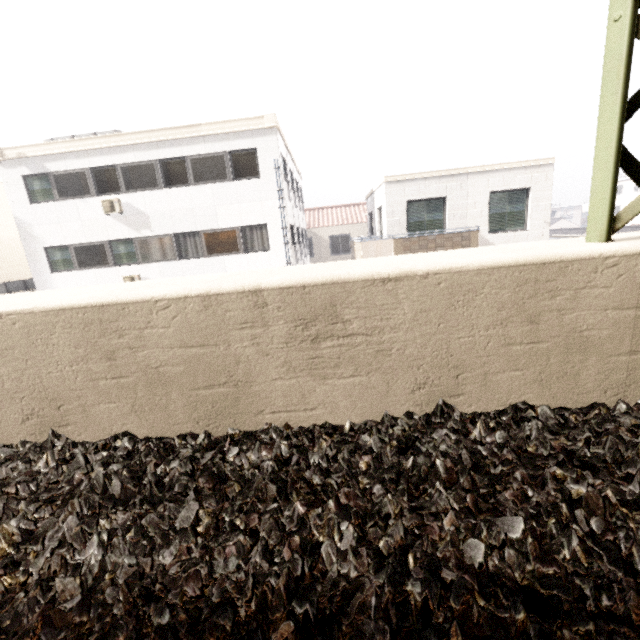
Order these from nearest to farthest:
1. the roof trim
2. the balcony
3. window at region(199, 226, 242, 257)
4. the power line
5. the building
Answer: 1. the power line
2. the balcony
3. the roof trim
4. window at region(199, 226, 242, 257)
5. the building

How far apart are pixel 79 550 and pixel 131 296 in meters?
1.2

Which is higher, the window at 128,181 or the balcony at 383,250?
the window at 128,181

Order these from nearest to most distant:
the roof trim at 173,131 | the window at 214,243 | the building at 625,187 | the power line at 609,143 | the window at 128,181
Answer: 1. the power line at 609,143
2. the roof trim at 173,131
3. the window at 128,181
4. the window at 214,243
5. the building at 625,187

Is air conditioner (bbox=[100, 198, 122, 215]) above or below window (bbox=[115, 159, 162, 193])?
below

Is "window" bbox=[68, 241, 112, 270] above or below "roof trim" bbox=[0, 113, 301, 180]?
below

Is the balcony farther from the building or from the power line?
the building

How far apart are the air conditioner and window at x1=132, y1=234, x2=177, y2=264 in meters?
0.9
